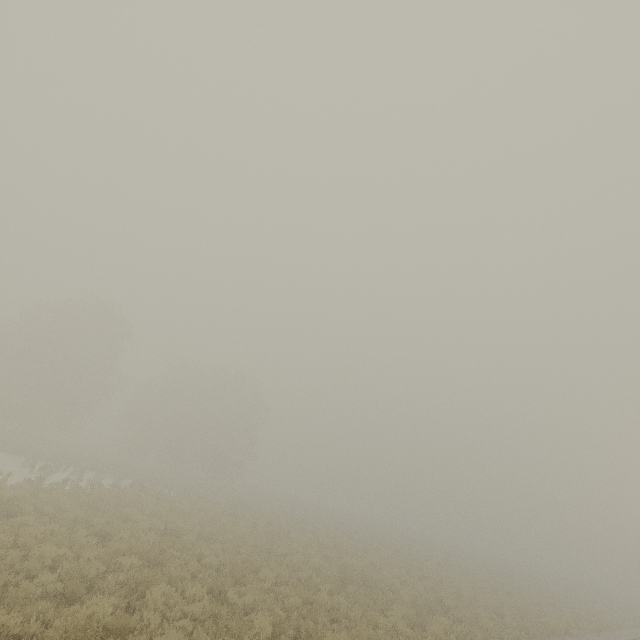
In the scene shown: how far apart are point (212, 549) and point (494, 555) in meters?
65.4

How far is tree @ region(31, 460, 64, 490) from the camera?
17.4m

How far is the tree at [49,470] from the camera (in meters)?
17.42
